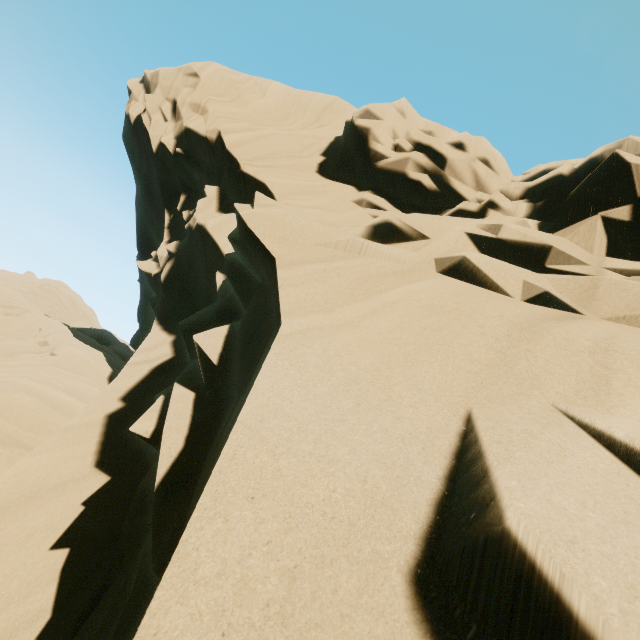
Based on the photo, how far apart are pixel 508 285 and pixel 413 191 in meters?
6.5 m
